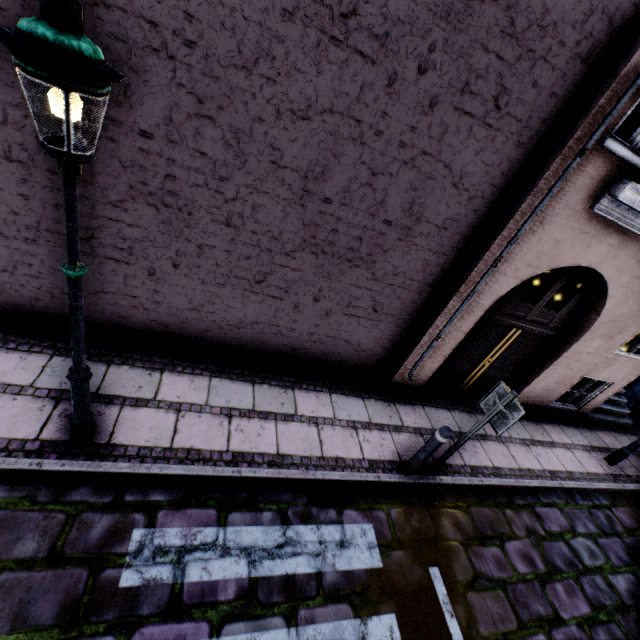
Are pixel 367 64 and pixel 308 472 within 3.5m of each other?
no

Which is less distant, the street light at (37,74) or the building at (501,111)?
the street light at (37,74)

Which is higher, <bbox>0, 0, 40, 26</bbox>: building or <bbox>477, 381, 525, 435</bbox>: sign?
<bbox>0, 0, 40, 26</bbox>: building

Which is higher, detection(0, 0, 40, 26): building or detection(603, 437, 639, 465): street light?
detection(0, 0, 40, 26): building

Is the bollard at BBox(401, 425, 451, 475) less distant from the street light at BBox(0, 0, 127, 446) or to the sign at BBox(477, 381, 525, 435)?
the sign at BBox(477, 381, 525, 435)

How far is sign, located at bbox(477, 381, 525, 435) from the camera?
3.89m

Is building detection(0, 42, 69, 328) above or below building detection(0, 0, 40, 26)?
below

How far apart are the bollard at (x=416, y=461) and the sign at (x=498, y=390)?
0.5m
